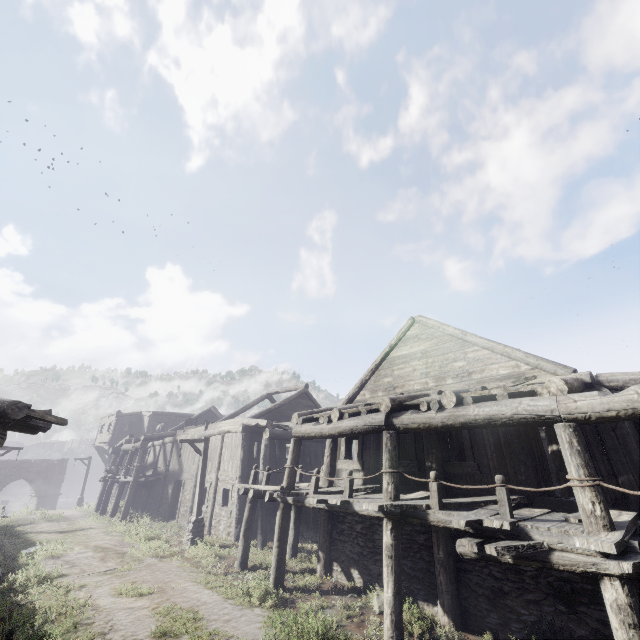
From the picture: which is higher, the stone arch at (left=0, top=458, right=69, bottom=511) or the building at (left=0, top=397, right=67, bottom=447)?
the building at (left=0, top=397, right=67, bottom=447)

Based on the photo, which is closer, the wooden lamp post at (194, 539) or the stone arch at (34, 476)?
the wooden lamp post at (194, 539)

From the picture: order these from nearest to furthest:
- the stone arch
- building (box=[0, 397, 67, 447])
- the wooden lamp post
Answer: building (box=[0, 397, 67, 447])
the wooden lamp post
the stone arch

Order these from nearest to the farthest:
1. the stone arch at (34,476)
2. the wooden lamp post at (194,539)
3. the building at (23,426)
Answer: the building at (23,426) < the wooden lamp post at (194,539) < the stone arch at (34,476)

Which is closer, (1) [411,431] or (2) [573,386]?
(2) [573,386]

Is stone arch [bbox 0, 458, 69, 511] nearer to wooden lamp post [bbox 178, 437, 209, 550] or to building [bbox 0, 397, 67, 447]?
building [bbox 0, 397, 67, 447]

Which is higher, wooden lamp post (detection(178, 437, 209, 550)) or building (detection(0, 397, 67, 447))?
building (detection(0, 397, 67, 447))

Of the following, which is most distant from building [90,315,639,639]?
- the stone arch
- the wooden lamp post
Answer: the wooden lamp post
